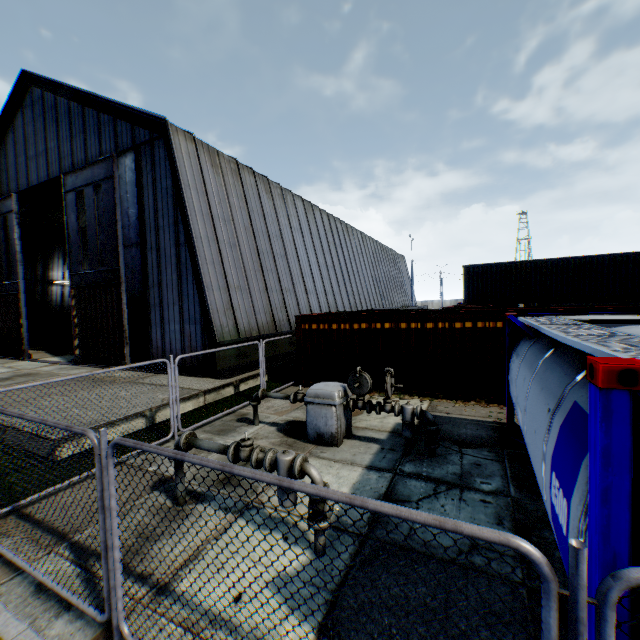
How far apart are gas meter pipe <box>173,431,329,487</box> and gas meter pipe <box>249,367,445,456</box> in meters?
2.8 m

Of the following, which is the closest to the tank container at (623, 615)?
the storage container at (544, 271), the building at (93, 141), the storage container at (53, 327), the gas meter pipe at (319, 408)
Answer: the gas meter pipe at (319, 408)

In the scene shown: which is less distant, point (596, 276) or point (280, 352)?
point (280, 352)

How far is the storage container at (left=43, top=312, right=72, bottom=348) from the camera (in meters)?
26.30

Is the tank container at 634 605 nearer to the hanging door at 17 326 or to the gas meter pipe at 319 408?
the gas meter pipe at 319 408

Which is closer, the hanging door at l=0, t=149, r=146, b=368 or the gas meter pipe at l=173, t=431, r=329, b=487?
the gas meter pipe at l=173, t=431, r=329, b=487

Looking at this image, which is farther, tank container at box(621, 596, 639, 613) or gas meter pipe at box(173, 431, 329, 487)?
gas meter pipe at box(173, 431, 329, 487)

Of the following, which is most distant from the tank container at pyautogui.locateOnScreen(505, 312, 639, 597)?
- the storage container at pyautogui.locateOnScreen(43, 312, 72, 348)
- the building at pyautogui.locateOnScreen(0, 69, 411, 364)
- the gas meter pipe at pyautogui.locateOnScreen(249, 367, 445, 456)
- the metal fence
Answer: the storage container at pyautogui.locateOnScreen(43, 312, 72, 348)
